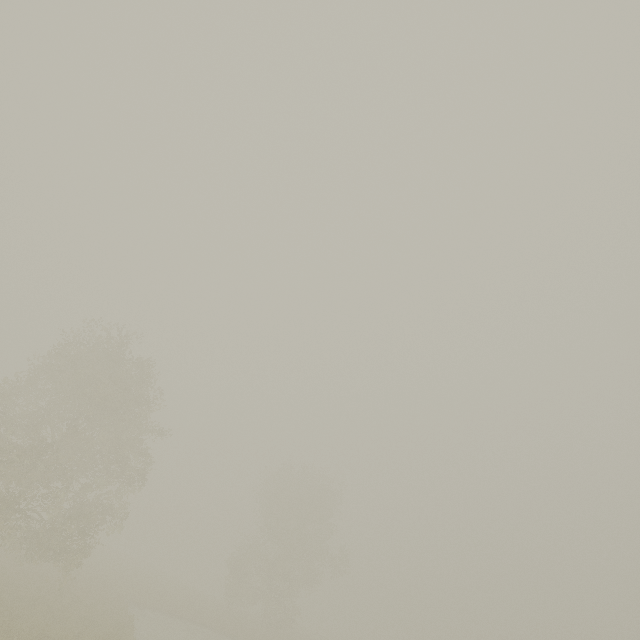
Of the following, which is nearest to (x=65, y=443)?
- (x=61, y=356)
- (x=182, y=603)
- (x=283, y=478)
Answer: (x=61, y=356)
